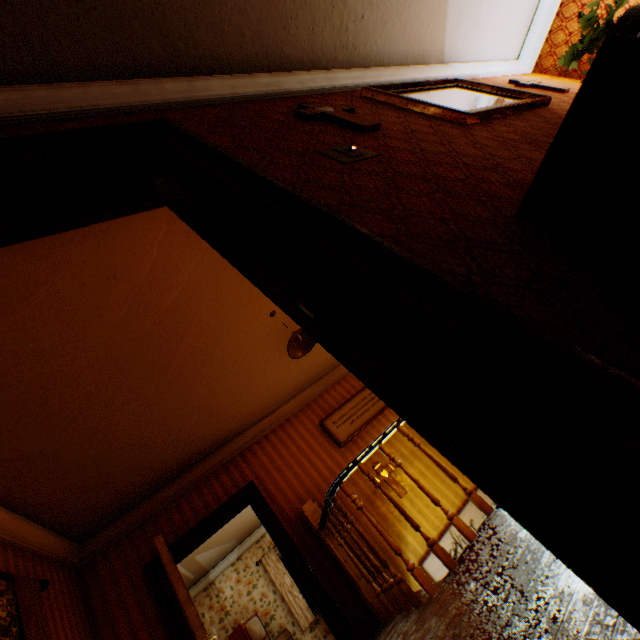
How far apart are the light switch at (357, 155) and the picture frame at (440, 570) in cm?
517

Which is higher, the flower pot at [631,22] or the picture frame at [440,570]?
the flower pot at [631,22]

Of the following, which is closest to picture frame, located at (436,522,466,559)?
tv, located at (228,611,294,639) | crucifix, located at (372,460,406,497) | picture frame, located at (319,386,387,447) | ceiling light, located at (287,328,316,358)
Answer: crucifix, located at (372,460,406,497)

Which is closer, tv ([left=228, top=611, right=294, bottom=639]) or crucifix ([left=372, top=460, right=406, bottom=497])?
crucifix ([left=372, top=460, right=406, bottom=497])

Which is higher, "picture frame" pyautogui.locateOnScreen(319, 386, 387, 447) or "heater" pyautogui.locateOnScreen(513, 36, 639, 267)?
"picture frame" pyautogui.locateOnScreen(319, 386, 387, 447)

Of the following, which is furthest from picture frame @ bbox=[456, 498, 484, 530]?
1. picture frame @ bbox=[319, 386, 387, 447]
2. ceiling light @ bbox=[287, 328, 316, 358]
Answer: ceiling light @ bbox=[287, 328, 316, 358]

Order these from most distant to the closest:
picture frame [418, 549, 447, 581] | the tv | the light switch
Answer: the tv, picture frame [418, 549, 447, 581], the light switch

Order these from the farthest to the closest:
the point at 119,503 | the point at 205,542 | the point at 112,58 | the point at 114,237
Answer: the point at 205,542 → the point at 119,503 → the point at 114,237 → the point at 112,58
